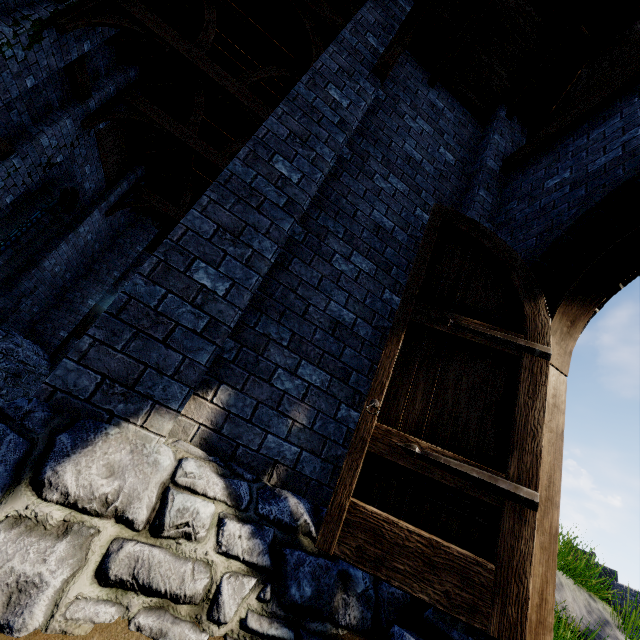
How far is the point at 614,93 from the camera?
3.9m

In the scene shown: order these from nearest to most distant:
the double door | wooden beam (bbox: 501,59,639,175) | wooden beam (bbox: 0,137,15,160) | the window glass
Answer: the double door
wooden beam (bbox: 501,59,639,175)
wooden beam (bbox: 0,137,15,160)
the window glass

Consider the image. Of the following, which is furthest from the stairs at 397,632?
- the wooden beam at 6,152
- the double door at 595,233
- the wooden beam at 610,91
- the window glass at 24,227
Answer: the window glass at 24,227

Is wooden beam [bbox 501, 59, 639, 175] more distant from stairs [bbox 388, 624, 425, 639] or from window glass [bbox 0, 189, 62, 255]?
window glass [bbox 0, 189, 62, 255]

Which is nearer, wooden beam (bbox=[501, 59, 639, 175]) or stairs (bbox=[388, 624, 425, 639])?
stairs (bbox=[388, 624, 425, 639])

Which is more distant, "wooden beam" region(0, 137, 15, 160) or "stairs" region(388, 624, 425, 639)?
"wooden beam" region(0, 137, 15, 160)

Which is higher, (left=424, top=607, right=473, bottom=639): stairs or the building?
the building

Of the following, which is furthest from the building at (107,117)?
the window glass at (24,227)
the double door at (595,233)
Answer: the window glass at (24,227)
